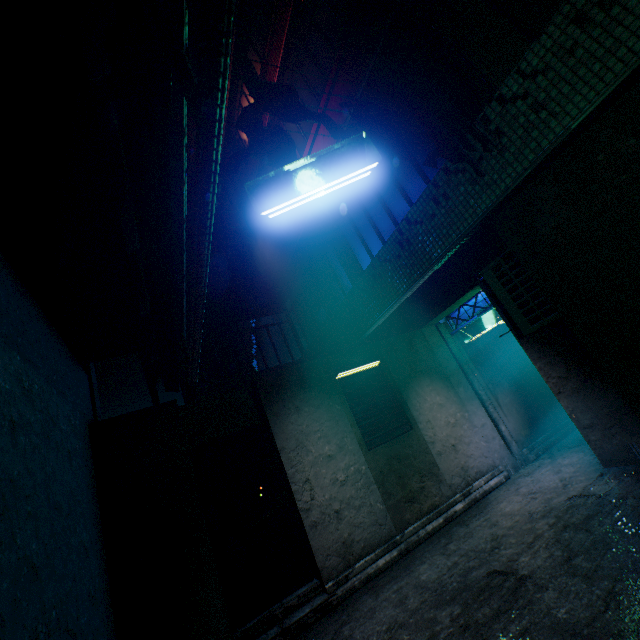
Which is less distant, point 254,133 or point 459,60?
point 254,133

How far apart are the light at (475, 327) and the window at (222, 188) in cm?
863

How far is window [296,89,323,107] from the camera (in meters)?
6.09

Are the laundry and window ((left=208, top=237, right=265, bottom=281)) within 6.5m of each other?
no

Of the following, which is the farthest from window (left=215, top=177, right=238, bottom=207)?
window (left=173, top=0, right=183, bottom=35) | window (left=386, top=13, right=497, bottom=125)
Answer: window (left=173, top=0, right=183, bottom=35)

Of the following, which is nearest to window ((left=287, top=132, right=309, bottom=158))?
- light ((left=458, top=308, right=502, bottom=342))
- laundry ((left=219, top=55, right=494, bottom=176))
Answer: laundry ((left=219, top=55, right=494, bottom=176))

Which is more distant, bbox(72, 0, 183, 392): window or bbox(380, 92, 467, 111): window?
bbox(380, 92, 467, 111): window

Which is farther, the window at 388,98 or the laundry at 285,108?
the window at 388,98
